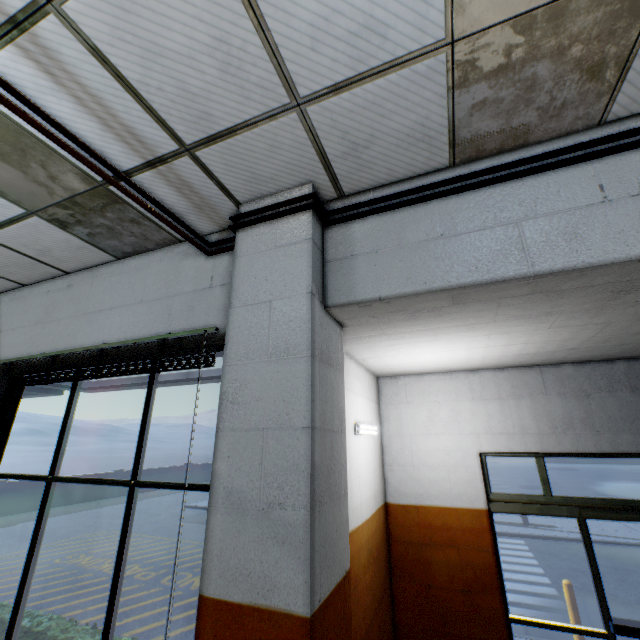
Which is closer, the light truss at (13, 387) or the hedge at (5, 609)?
the light truss at (13, 387)

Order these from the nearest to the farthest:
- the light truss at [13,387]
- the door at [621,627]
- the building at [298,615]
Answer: the building at [298,615], the light truss at [13,387], the door at [621,627]

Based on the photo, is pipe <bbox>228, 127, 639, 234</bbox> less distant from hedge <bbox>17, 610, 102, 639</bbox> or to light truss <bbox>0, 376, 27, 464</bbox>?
light truss <bbox>0, 376, 27, 464</bbox>

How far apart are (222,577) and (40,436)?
60.26m

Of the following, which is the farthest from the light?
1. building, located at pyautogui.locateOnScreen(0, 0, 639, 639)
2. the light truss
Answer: the light truss

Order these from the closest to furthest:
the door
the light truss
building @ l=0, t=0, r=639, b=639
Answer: building @ l=0, t=0, r=639, b=639 → the light truss → the door

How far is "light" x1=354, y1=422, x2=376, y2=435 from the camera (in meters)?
3.58

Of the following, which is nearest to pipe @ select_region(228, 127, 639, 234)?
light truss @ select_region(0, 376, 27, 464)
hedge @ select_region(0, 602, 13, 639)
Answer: light truss @ select_region(0, 376, 27, 464)
